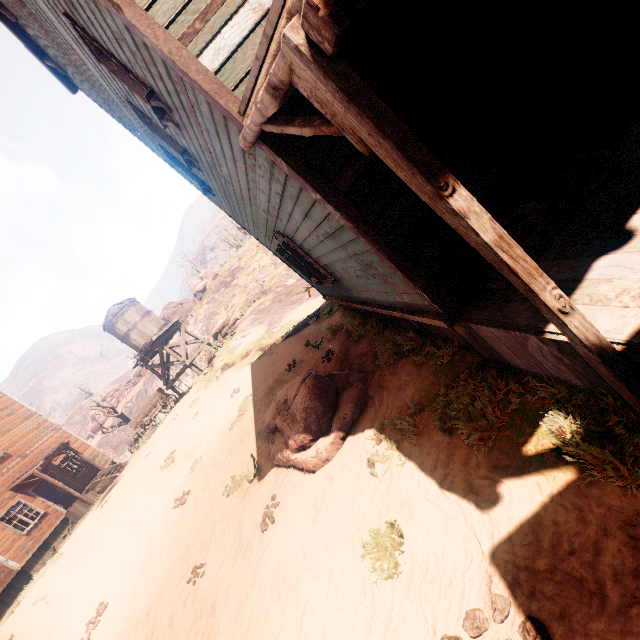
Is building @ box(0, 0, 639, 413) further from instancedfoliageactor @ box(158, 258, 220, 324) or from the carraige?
instancedfoliageactor @ box(158, 258, 220, 324)

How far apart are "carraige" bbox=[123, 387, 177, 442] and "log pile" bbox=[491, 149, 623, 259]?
21.3m

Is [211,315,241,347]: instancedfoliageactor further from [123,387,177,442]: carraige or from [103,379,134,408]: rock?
[103,379,134,408]: rock

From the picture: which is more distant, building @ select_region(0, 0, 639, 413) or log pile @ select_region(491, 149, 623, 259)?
log pile @ select_region(491, 149, 623, 259)

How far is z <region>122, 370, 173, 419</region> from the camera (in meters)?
39.46

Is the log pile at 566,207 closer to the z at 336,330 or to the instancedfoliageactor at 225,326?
the z at 336,330

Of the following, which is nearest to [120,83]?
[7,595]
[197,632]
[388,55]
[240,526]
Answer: [388,55]

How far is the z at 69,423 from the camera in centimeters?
5647cm
